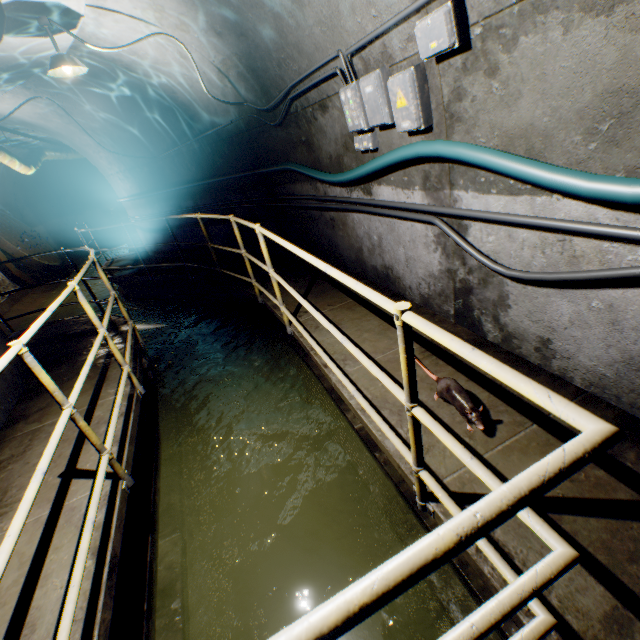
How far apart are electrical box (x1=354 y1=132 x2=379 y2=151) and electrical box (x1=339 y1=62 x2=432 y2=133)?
0.1m

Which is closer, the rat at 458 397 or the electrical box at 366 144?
the rat at 458 397

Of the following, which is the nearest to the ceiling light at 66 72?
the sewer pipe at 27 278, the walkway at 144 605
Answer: the walkway at 144 605

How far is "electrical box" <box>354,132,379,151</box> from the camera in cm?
314

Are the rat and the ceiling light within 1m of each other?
no

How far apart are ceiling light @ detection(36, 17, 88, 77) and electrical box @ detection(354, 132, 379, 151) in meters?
3.3

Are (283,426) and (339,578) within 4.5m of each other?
yes

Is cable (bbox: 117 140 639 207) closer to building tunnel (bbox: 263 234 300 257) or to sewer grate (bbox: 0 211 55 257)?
building tunnel (bbox: 263 234 300 257)
